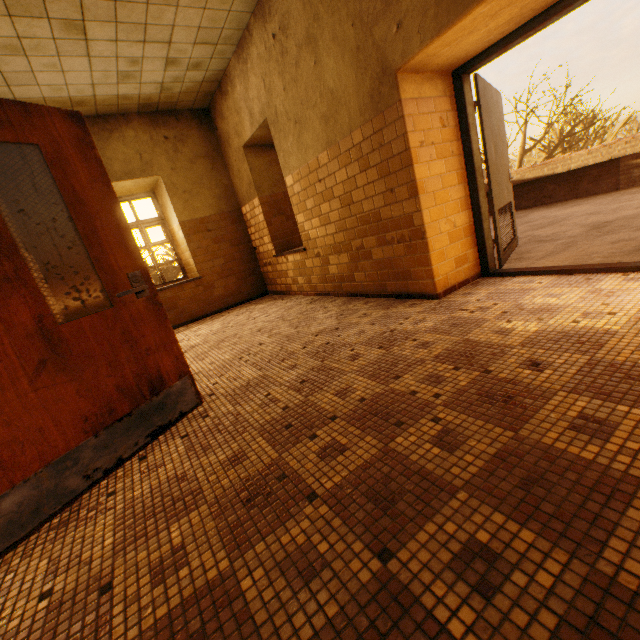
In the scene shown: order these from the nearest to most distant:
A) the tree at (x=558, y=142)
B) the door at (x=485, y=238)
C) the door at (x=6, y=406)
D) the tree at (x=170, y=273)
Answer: the door at (x=6, y=406)
the door at (x=485, y=238)
the tree at (x=558, y=142)
the tree at (x=170, y=273)

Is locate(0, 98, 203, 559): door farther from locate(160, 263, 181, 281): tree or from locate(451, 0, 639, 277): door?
locate(160, 263, 181, 281): tree

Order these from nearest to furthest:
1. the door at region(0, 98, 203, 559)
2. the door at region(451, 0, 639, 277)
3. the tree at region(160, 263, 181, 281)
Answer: the door at region(0, 98, 203, 559) → the door at region(451, 0, 639, 277) → the tree at region(160, 263, 181, 281)

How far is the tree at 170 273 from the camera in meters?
25.9 m

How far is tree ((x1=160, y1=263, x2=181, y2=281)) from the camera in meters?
25.9 m

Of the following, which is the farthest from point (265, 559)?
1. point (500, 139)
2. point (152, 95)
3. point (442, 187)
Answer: point (152, 95)
